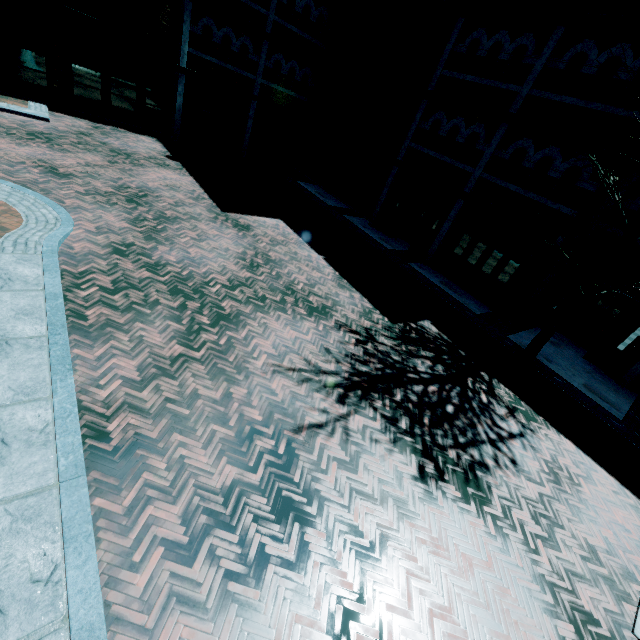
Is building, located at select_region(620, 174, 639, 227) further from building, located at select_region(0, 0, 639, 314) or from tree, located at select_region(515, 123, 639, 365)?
tree, located at select_region(515, 123, 639, 365)

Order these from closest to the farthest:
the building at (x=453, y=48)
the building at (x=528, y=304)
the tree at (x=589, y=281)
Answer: the tree at (x=589, y=281) < the building at (x=453, y=48) < the building at (x=528, y=304)

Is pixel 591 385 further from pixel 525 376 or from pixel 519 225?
pixel 519 225

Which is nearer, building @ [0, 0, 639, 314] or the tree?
the tree

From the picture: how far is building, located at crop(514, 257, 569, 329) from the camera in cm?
1229

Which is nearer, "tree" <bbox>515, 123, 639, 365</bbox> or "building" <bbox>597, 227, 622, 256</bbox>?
"tree" <bbox>515, 123, 639, 365</bbox>

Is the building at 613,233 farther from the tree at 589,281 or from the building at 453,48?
the tree at 589,281
